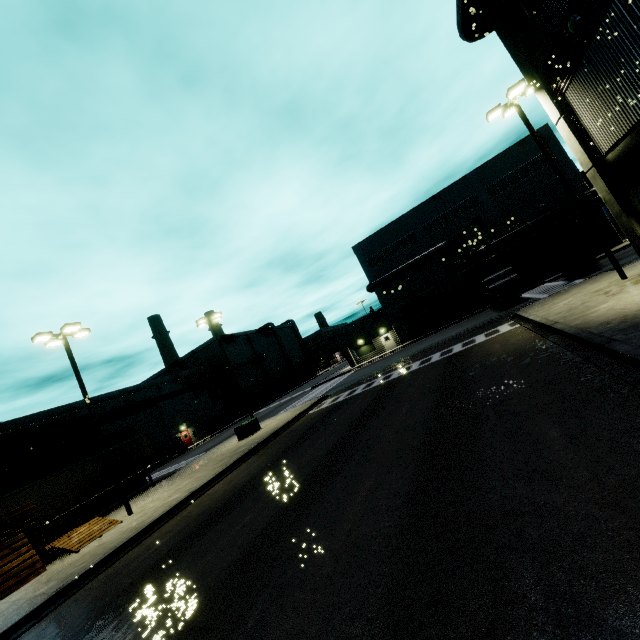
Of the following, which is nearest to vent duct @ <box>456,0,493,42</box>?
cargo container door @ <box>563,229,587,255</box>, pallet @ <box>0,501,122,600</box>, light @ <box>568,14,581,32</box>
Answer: cargo container door @ <box>563,229,587,255</box>

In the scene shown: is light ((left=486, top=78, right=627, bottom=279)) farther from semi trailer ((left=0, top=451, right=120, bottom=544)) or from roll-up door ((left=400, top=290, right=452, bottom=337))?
roll-up door ((left=400, top=290, right=452, bottom=337))

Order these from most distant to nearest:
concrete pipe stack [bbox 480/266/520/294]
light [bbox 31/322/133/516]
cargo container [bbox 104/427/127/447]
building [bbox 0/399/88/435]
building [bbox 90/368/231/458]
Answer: building [bbox 90/368/231/458]
building [bbox 0/399/88/435]
cargo container [bbox 104/427/127/447]
concrete pipe stack [bbox 480/266/520/294]
light [bbox 31/322/133/516]

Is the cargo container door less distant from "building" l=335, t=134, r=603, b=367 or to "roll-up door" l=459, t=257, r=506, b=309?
"roll-up door" l=459, t=257, r=506, b=309

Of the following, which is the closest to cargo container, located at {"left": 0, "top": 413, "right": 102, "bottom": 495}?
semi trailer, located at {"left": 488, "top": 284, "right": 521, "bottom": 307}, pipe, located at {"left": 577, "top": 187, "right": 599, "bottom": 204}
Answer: semi trailer, located at {"left": 488, "top": 284, "right": 521, "bottom": 307}

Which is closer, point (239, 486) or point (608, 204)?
point (239, 486)

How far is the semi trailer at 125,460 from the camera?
21.8m

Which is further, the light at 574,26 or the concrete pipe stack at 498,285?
the concrete pipe stack at 498,285
